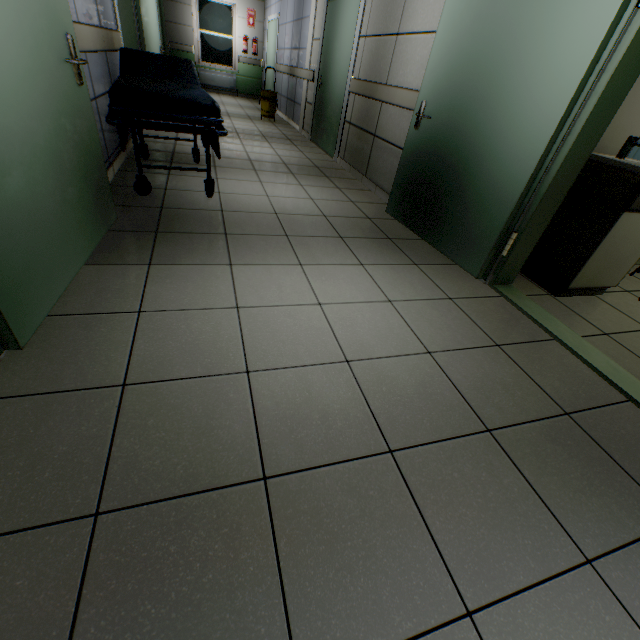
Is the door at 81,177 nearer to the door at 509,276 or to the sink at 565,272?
the door at 509,276

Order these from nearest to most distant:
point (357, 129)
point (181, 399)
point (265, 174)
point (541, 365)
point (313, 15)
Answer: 1. point (181, 399)
2. point (541, 365)
3. point (265, 174)
4. point (357, 129)
5. point (313, 15)

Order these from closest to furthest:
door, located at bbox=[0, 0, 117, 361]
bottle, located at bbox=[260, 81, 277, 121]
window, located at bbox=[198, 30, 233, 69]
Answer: door, located at bbox=[0, 0, 117, 361] < bottle, located at bbox=[260, 81, 277, 121] < window, located at bbox=[198, 30, 233, 69]

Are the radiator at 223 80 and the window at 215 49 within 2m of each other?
yes

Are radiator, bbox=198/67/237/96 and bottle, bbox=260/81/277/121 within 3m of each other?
no

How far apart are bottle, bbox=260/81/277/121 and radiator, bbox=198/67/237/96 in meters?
4.1 m

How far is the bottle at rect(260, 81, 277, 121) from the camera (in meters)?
7.57

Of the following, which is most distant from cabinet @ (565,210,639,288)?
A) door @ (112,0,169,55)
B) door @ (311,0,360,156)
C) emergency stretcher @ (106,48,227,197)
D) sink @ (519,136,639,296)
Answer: door @ (112,0,169,55)
